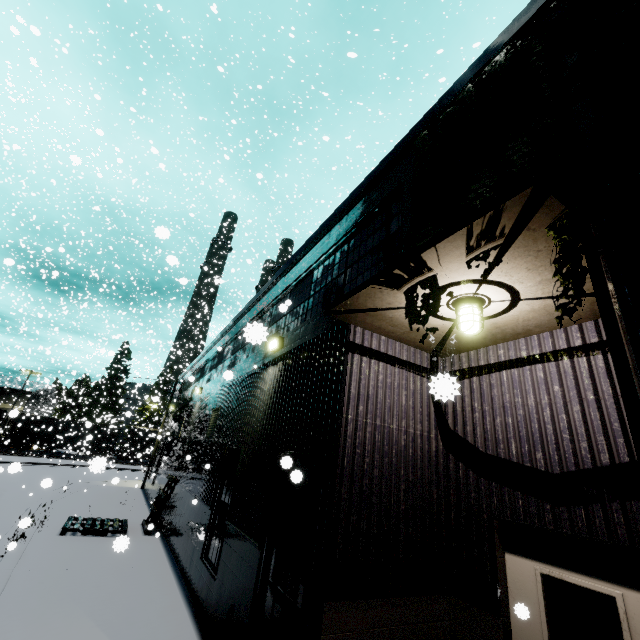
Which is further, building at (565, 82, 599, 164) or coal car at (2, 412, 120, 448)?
coal car at (2, 412, 120, 448)

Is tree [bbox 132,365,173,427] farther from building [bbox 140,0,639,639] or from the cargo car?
building [bbox 140,0,639,639]

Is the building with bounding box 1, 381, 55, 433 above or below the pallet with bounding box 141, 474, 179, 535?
above

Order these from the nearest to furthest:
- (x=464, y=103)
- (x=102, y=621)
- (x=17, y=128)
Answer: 1. (x=464, y=103)
2. (x=102, y=621)
3. (x=17, y=128)

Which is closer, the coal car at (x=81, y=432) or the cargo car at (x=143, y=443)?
the coal car at (x=81, y=432)

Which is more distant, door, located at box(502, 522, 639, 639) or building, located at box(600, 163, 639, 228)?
door, located at box(502, 522, 639, 639)

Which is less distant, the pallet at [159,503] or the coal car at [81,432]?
the pallet at [159,503]

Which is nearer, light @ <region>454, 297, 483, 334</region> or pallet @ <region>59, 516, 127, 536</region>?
light @ <region>454, 297, 483, 334</region>
